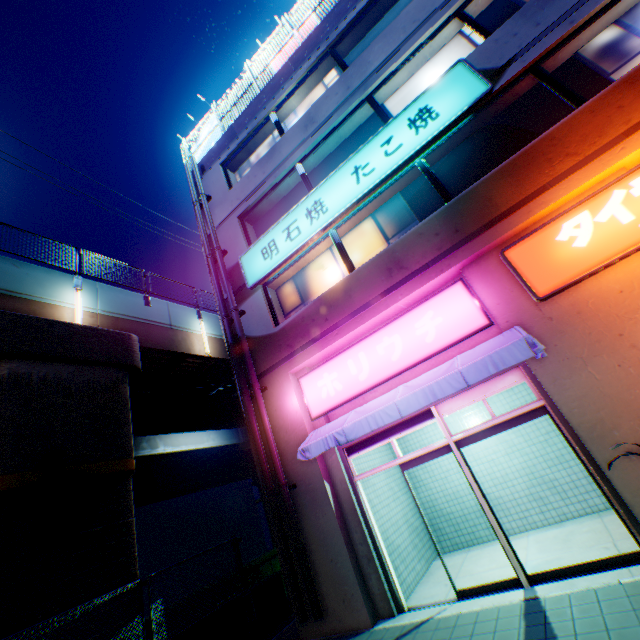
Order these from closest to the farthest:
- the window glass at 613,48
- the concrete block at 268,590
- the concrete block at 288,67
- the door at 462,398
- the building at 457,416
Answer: the door at 462,398 → the window glass at 613,48 → the concrete block at 268,590 → the building at 457,416 → the concrete block at 288,67

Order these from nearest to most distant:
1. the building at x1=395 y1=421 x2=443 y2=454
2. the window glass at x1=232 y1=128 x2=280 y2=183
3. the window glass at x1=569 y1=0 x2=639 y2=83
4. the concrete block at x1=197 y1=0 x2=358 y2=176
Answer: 1. the window glass at x1=569 y1=0 x2=639 y2=83
2. the building at x1=395 y1=421 x2=443 y2=454
3. the concrete block at x1=197 y1=0 x2=358 y2=176
4. the window glass at x1=232 y1=128 x2=280 y2=183

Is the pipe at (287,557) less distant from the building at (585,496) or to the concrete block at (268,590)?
the building at (585,496)

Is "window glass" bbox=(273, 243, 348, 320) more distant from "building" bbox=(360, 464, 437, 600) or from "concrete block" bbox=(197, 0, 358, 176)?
"concrete block" bbox=(197, 0, 358, 176)

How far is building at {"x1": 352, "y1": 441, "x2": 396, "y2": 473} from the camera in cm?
801

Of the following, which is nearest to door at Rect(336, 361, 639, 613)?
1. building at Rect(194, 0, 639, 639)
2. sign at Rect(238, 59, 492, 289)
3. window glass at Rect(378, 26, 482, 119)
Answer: building at Rect(194, 0, 639, 639)

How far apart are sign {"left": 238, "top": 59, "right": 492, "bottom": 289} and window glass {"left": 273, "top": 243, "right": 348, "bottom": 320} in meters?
0.5

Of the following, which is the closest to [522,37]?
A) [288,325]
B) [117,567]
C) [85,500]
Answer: [288,325]
